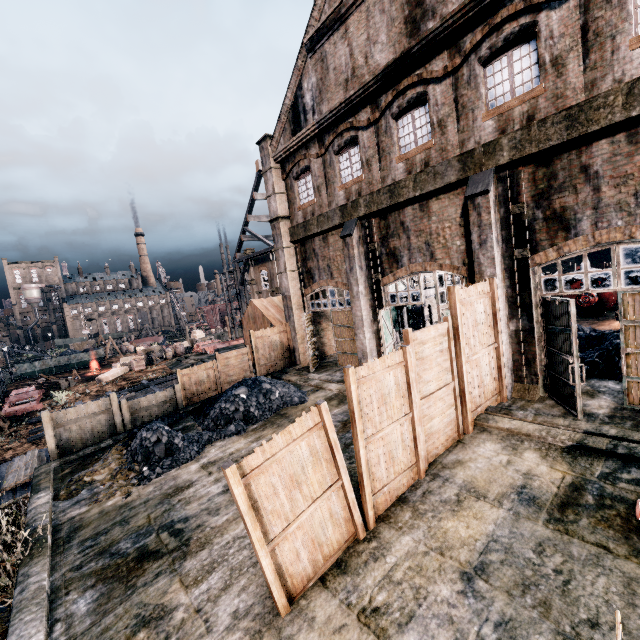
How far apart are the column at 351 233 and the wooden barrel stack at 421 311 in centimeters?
1011cm

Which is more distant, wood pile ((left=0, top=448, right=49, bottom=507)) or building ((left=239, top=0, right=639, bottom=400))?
wood pile ((left=0, top=448, right=49, bottom=507))

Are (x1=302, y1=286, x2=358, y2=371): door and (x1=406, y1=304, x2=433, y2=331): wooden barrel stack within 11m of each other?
yes

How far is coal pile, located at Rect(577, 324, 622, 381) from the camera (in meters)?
12.38

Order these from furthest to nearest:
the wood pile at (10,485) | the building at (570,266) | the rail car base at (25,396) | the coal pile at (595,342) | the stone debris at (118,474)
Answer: the building at (570,266) < the rail car base at (25,396) < the wood pile at (10,485) < the coal pile at (595,342) < the stone debris at (118,474)

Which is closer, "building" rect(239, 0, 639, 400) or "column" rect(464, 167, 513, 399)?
"building" rect(239, 0, 639, 400)

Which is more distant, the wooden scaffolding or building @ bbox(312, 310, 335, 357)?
the wooden scaffolding

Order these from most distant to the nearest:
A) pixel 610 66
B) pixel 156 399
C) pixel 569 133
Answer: pixel 156 399, pixel 569 133, pixel 610 66
